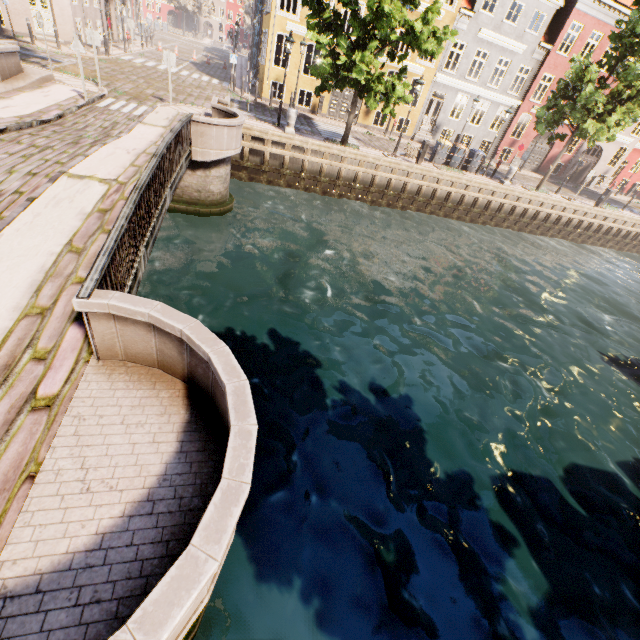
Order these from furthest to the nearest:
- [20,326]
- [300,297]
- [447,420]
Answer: [300,297]
[447,420]
[20,326]

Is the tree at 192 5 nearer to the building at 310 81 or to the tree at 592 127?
the building at 310 81

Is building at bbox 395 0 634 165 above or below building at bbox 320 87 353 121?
above

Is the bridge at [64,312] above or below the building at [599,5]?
below

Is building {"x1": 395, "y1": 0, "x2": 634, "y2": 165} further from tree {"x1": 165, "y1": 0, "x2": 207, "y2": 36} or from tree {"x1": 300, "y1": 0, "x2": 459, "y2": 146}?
tree {"x1": 165, "y1": 0, "x2": 207, "y2": 36}

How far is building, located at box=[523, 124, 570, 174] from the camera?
27.7 meters
